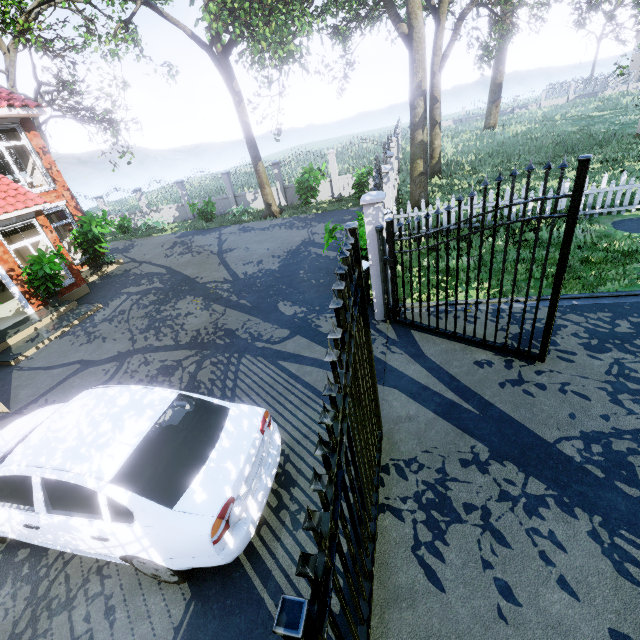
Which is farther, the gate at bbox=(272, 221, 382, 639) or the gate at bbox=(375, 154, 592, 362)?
the gate at bbox=(375, 154, 592, 362)

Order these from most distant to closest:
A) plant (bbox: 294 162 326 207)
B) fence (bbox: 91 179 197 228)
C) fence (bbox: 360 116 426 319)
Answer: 1. fence (bbox: 91 179 197 228)
2. plant (bbox: 294 162 326 207)
3. fence (bbox: 360 116 426 319)

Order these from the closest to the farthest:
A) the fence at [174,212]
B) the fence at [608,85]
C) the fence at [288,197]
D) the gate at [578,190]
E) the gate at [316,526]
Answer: the gate at [316,526] → the gate at [578,190] → the fence at [288,197] → the fence at [174,212] → the fence at [608,85]

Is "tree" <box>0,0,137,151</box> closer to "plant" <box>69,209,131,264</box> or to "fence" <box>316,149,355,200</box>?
"fence" <box>316,149,355,200</box>

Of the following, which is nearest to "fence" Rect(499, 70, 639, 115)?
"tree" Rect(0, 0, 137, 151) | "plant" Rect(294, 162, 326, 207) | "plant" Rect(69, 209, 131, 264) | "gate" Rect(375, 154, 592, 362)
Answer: "tree" Rect(0, 0, 137, 151)

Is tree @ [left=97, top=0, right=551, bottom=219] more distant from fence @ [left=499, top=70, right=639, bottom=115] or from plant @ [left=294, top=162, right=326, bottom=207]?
plant @ [left=294, top=162, right=326, bottom=207]

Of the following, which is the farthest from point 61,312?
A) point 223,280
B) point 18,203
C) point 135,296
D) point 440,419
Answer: point 440,419

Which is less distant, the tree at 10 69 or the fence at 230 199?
the tree at 10 69
